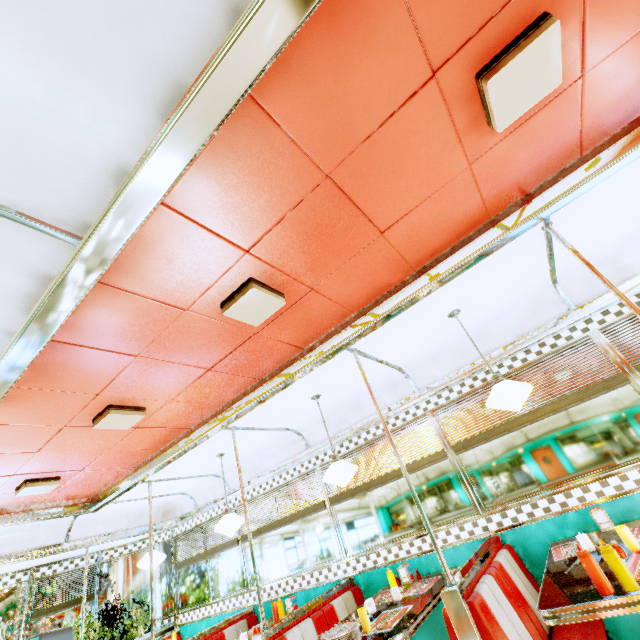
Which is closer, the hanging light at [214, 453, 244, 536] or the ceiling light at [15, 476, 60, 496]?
the ceiling light at [15, 476, 60, 496]

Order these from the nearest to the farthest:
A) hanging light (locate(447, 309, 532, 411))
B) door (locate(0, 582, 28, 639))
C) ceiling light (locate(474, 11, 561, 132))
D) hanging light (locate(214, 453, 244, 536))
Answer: ceiling light (locate(474, 11, 561, 132)), hanging light (locate(447, 309, 532, 411)), hanging light (locate(214, 453, 244, 536)), door (locate(0, 582, 28, 639))

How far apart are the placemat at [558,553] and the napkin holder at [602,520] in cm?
18

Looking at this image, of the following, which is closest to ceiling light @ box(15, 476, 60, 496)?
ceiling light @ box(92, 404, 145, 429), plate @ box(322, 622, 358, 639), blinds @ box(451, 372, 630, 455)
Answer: ceiling light @ box(92, 404, 145, 429)

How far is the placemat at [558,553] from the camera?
2.67m

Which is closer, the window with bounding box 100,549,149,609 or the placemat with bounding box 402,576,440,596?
the placemat with bounding box 402,576,440,596

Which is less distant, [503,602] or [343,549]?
[503,602]

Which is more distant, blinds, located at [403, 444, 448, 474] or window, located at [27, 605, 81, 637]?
window, located at [27, 605, 81, 637]
